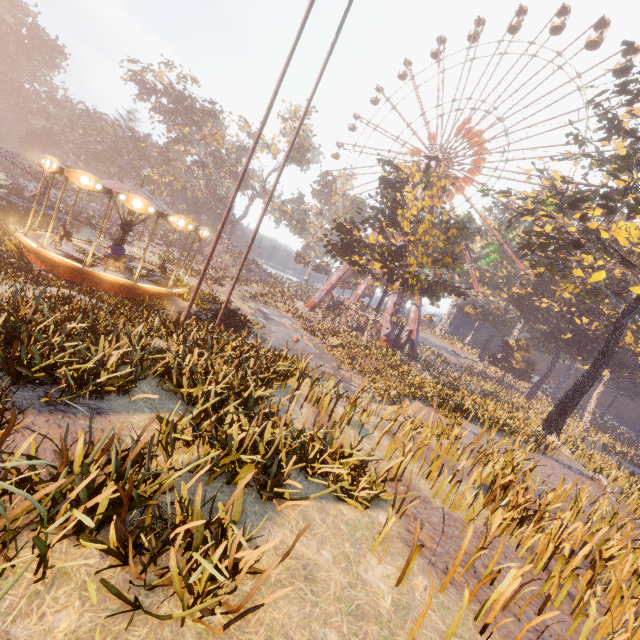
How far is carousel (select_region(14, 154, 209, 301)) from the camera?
13.69m

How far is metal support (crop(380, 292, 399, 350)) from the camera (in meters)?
41.13

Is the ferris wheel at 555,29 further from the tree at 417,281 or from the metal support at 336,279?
the tree at 417,281

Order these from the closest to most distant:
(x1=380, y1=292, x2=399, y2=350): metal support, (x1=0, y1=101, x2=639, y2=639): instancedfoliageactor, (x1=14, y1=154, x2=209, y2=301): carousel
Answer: (x1=0, y1=101, x2=639, y2=639): instancedfoliageactor
(x1=14, y1=154, x2=209, y2=301): carousel
(x1=380, y1=292, x2=399, y2=350): metal support

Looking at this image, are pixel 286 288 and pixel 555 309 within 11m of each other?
no

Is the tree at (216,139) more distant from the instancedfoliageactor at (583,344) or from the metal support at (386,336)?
the instancedfoliageactor at (583,344)

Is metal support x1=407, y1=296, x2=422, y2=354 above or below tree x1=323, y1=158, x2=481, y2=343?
below
